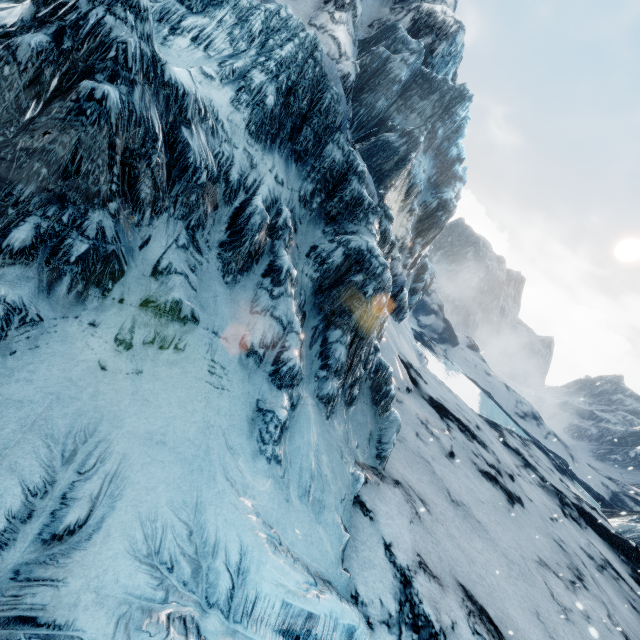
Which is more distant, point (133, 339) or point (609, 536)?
point (609, 536)
